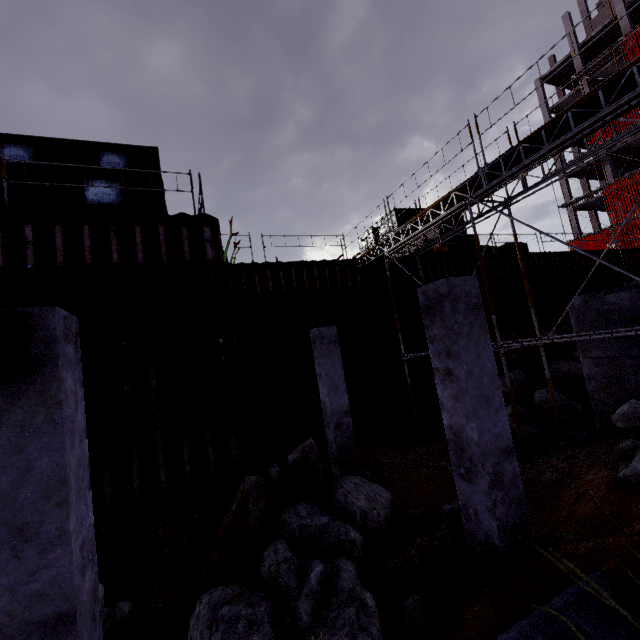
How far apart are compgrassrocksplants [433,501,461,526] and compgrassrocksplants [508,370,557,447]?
5.13m

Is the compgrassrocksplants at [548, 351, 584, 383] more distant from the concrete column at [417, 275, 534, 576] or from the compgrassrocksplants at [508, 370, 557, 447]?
the concrete column at [417, 275, 534, 576]

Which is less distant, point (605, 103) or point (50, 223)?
point (605, 103)

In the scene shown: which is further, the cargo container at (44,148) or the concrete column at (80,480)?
the cargo container at (44,148)

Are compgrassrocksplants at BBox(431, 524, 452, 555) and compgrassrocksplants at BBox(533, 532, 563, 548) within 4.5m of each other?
yes

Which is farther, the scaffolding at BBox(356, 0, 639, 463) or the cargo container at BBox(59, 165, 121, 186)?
the cargo container at BBox(59, 165, 121, 186)

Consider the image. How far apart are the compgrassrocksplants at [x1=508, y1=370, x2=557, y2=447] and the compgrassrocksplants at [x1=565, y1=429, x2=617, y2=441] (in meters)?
1.67

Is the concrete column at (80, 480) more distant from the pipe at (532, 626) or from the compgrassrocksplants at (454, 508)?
the compgrassrocksplants at (454, 508)
